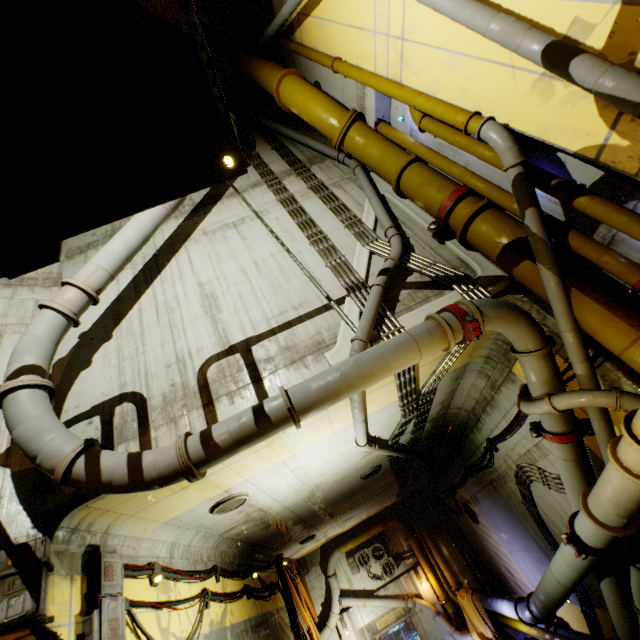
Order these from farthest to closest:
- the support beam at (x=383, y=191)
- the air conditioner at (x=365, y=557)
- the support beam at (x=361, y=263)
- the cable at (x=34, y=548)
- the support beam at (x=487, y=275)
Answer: the air conditioner at (x=365, y=557) < the support beam at (x=383, y=191) < the support beam at (x=361, y=263) < the support beam at (x=487, y=275) < the cable at (x=34, y=548)

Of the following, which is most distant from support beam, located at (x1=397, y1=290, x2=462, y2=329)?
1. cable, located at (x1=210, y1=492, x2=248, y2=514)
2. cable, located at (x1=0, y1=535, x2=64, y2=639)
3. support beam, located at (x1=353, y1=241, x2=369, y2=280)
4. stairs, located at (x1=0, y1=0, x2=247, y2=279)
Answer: cable, located at (x1=0, y1=535, x2=64, y2=639)

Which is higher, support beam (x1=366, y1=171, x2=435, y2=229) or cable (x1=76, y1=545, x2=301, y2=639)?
support beam (x1=366, y1=171, x2=435, y2=229)

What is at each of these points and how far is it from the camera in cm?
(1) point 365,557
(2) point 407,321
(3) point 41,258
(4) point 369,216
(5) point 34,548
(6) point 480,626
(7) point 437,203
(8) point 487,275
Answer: (1) air conditioner, 1756
(2) support beam, 548
(3) stairs, 300
(4) support beam, 745
(5) cable, 398
(6) cloth, 1380
(7) pipe, 639
(8) support beam, 585

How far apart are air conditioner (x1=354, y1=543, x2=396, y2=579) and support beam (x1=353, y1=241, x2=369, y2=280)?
17.7 meters

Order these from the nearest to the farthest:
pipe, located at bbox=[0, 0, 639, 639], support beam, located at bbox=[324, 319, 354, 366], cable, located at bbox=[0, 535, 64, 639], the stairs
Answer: the stairs < cable, located at bbox=[0, 535, 64, 639] < pipe, located at bbox=[0, 0, 639, 639] < support beam, located at bbox=[324, 319, 354, 366]

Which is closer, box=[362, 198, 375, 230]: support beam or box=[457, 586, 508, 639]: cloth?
box=[362, 198, 375, 230]: support beam

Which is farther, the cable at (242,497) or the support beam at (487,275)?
the cable at (242,497)
